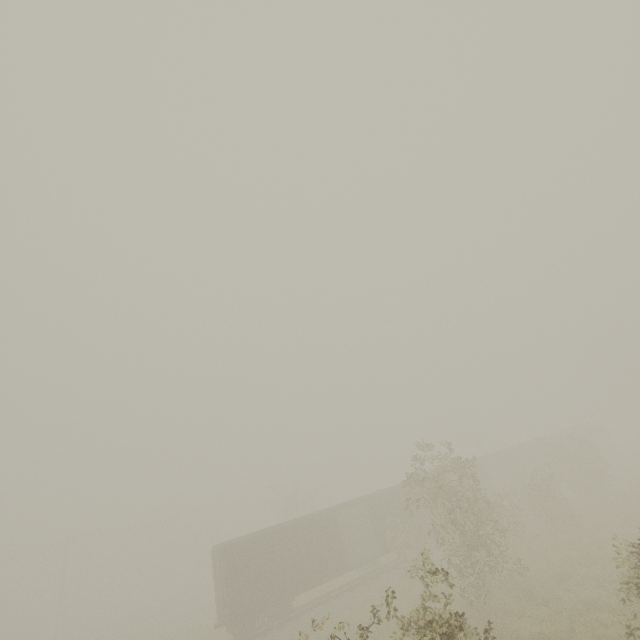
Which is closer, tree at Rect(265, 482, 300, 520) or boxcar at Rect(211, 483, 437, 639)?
boxcar at Rect(211, 483, 437, 639)

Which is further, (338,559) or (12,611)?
(12,611)

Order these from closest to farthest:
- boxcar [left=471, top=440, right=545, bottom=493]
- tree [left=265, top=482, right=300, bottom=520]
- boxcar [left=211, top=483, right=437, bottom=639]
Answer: boxcar [left=211, top=483, right=437, bottom=639]
boxcar [left=471, top=440, right=545, bottom=493]
tree [left=265, top=482, right=300, bottom=520]

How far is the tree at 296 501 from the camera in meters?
37.4

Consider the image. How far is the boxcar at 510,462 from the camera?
31.16m

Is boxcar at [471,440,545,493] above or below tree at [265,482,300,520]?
below
